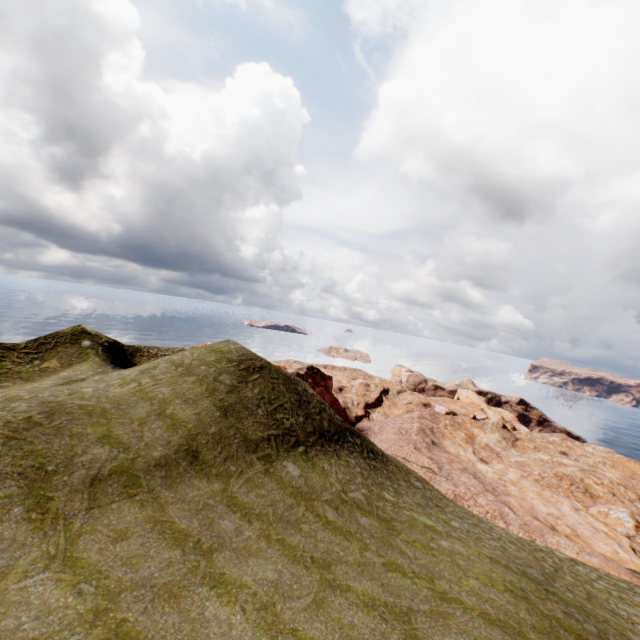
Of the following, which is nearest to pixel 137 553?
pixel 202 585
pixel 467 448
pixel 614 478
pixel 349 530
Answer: pixel 202 585
